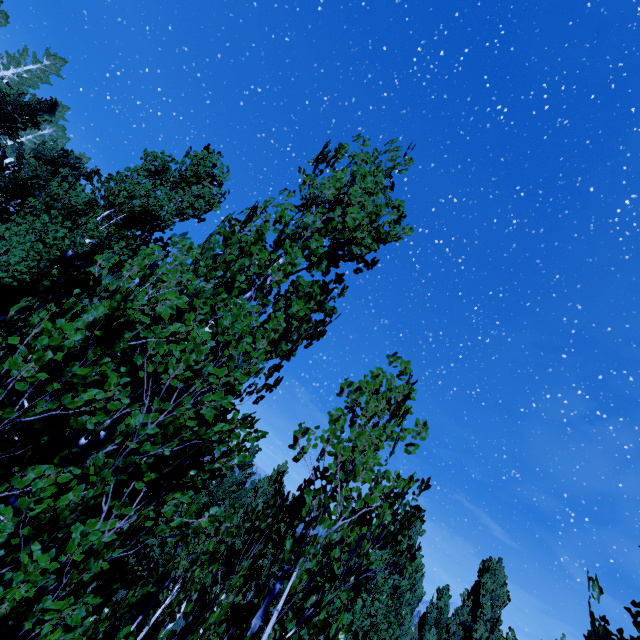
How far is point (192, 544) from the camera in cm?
1164
